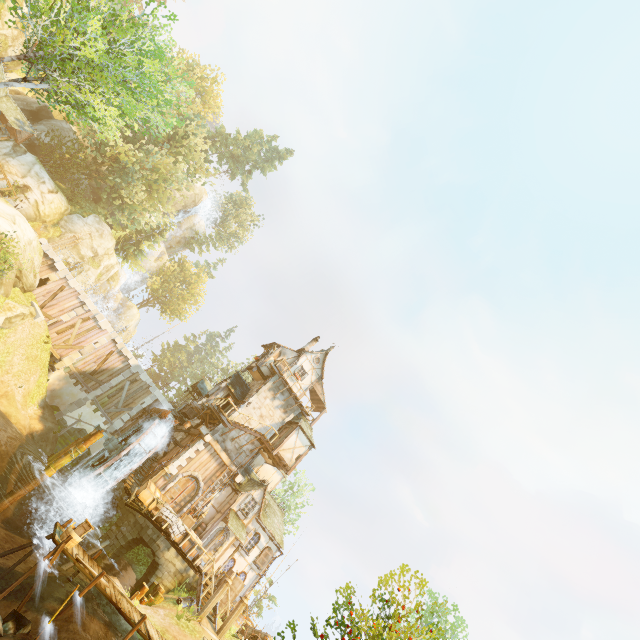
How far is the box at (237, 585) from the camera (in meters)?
20.00

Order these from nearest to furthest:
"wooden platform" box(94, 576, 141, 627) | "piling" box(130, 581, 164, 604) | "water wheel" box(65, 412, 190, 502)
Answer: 1. "wooden platform" box(94, 576, 141, 627)
2. "piling" box(130, 581, 164, 604)
3. "water wheel" box(65, 412, 190, 502)

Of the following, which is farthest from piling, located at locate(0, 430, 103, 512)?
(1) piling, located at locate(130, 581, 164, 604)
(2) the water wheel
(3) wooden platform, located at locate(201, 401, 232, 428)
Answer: (1) piling, located at locate(130, 581, 164, 604)

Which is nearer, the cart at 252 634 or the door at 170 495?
the cart at 252 634

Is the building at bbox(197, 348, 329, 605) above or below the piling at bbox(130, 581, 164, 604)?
above

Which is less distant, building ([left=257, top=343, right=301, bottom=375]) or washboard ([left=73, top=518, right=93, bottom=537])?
washboard ([left=73, top=518, right=93, bottom=537])

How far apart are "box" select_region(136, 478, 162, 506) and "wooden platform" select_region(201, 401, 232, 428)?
5.5m

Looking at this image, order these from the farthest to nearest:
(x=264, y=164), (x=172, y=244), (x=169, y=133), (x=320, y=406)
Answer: (x=264, y=164)
(x=172, y=244)
(x=169, y=133)
(x=320, y=406)
